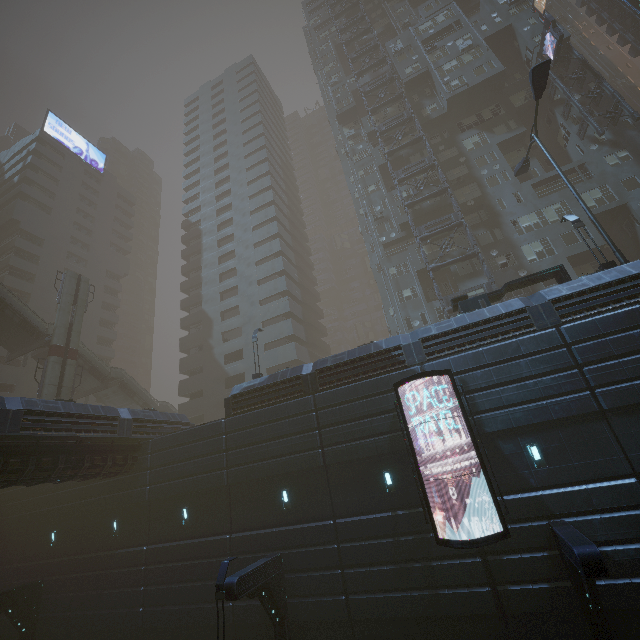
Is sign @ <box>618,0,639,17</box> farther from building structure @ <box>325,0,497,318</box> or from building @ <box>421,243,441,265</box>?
building structure @ <box>325,0,497,318</box>

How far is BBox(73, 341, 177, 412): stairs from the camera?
33.0 meters

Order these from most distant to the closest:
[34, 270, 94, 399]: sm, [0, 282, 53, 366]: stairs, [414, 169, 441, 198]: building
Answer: [414, 169, 441, 198]: building
[0, 282, 53, 366]: stairs
[34, 270, 94, 399]: sm

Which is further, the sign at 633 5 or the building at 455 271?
the sign at 633 5

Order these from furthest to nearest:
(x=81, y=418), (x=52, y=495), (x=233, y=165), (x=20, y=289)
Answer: (x=233, y=165)
(x=20, y=289)
(x=52, y=495)
(x=81, y=418)

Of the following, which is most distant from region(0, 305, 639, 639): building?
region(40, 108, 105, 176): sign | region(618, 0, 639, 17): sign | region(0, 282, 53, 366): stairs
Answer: region(40, 108, 105, 176): sign

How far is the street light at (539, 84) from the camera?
17.0 meters

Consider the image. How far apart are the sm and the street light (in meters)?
39.80
